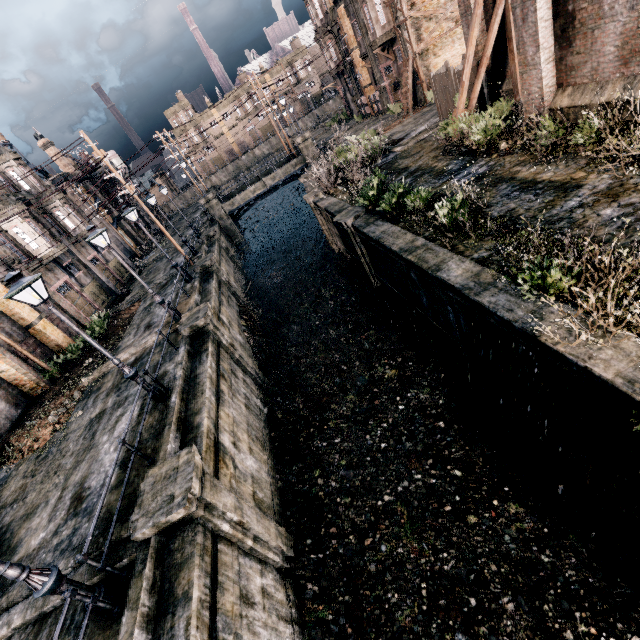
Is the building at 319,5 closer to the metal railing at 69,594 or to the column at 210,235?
the column at 210,235

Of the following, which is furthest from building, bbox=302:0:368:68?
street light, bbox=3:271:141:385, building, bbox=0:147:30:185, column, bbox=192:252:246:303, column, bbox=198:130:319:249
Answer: street light, bbox=3:271:141:385

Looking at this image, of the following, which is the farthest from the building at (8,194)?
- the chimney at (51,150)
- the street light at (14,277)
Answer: the street light at (14,277)

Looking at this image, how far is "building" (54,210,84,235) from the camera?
28.0m

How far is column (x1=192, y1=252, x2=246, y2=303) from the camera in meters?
22.3

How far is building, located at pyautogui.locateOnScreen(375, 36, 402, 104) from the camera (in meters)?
31.66

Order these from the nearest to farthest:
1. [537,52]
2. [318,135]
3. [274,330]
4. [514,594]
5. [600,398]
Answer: [600,398] < [514,594] < [537,52] < [274,330] < [318,135]

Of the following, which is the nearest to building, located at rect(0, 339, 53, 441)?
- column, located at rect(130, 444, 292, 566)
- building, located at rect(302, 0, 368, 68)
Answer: column, located at rect(130, 444, 292, 566)
